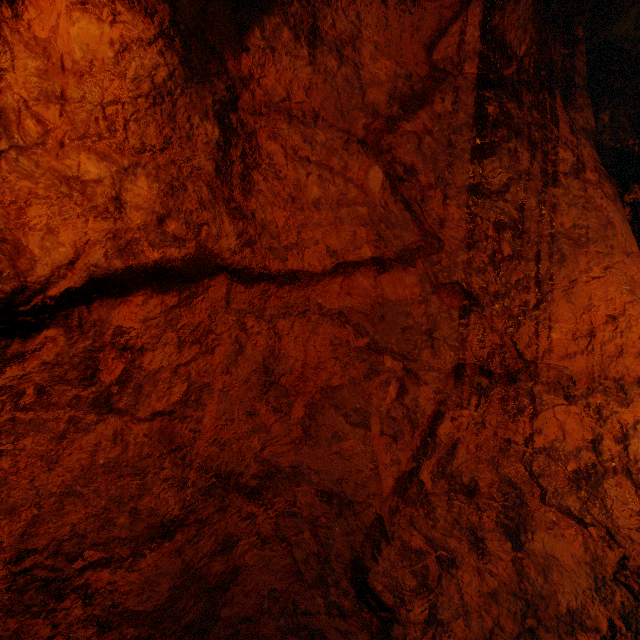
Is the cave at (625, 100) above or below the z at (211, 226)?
above

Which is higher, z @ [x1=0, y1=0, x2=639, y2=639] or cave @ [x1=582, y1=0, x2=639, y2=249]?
cave @ [x1=582, y1=0, x2=639, y2=249]

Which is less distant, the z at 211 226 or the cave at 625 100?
the z at 211 226

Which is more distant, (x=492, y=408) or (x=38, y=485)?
(x=492, y=408)

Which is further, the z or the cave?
the cave
